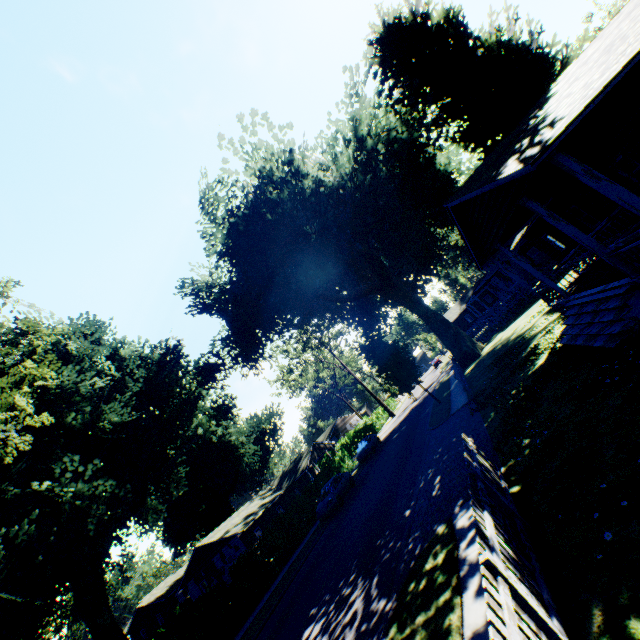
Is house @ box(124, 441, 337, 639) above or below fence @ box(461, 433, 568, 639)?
above

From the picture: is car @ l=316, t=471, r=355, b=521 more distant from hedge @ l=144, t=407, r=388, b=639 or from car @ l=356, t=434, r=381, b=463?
car @ l=356, t=434, r=381, b=463

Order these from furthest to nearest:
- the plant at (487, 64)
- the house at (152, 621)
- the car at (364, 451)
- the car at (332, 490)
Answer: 1. the house at (152, 621)
2. the car at (364, 451)
3. the car at (332, 490)
4. the plant at (487, 64)

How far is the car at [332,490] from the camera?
21.6 meters

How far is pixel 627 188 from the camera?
13.1m

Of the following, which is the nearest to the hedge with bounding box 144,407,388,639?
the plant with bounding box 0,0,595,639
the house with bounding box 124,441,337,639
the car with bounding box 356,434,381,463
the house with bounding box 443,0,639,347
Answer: the plant with bounding box 0,0,595,639

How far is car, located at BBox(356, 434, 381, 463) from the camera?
31.56m

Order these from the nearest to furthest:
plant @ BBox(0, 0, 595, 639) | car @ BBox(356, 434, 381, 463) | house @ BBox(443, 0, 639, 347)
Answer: house @ BBox(443, 0, 639, 347), plant @ BBox(0, 0, 595, 639), car @ BBox(356, 434, 381, 463)
